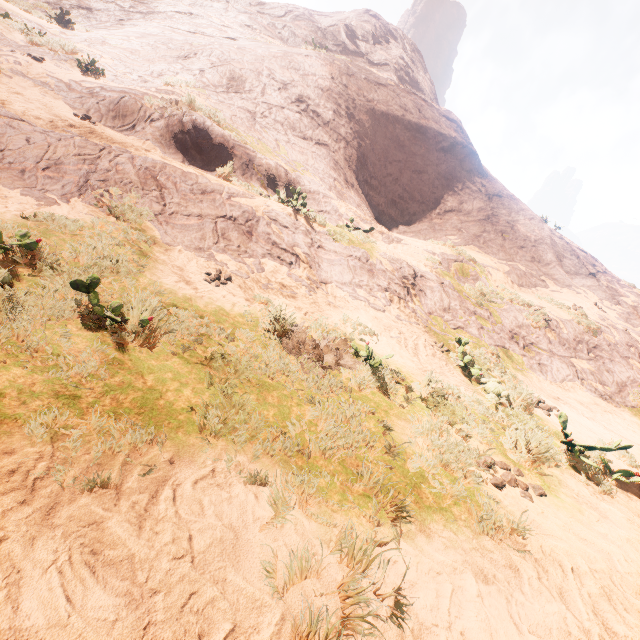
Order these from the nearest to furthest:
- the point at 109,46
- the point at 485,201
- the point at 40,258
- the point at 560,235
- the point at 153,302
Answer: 1. the point at 153,302
2. the point at 40,258
3. the point at 109,46
4. the point at 485,201
5. the point at 560,235
